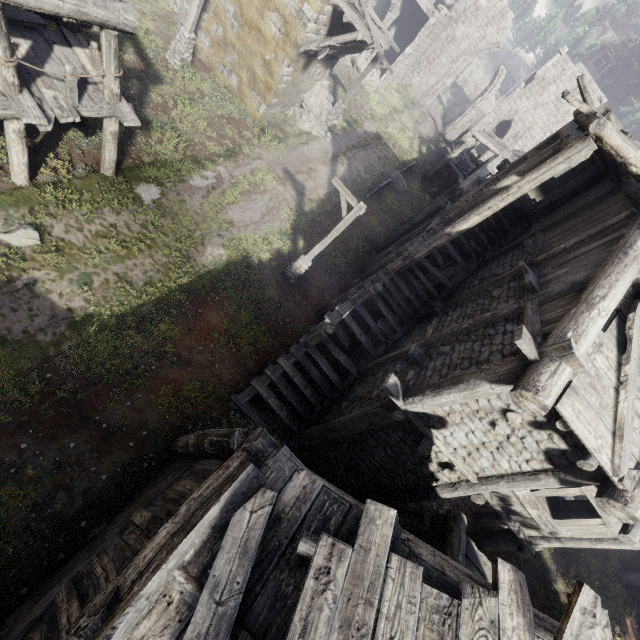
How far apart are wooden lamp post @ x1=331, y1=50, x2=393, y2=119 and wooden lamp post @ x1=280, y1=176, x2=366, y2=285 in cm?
1321

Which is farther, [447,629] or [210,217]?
[210,217]

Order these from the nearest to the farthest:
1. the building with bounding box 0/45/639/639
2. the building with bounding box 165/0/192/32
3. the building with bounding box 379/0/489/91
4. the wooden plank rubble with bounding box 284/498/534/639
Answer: the wooden plank rubble with bounding box 284/498/534/639, the building with bounding box 0/45/639/639, the building with bounding box 165/0/192/32, the building with bounding box 379/0/489/91

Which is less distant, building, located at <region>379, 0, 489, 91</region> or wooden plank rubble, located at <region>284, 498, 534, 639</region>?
wooden plank rubble, located at <region>284, 498, 534, 639</region>

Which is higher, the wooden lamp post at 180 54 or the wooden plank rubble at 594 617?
the wooden plank rubble at 594 617

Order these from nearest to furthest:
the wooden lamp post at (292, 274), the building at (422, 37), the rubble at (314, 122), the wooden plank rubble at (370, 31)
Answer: the wooden lamp post at (292, 274)
the wooden plank rubble at (370, 31)
the rubble at (314, 122)
the building at (422, 37)

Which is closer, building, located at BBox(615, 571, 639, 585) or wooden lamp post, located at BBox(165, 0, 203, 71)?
building, located at BBox(615, 571, 639, 585)

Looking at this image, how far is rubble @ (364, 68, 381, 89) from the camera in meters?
28.4
